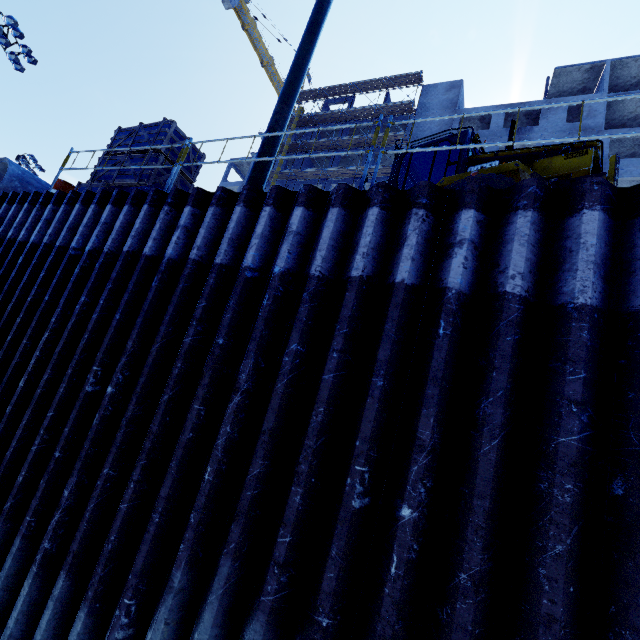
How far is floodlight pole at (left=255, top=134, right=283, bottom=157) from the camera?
5.8 meters

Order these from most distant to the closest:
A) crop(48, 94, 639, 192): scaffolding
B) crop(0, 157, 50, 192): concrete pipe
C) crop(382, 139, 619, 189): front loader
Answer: crop(0, 157, 50, 192): concrete pipe < crop(382, 139, 619, 189): front loader < crop(48, 94, 639, 192): scaffolding

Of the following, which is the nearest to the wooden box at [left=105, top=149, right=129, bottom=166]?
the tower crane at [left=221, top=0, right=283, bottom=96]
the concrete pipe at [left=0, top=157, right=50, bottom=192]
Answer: the concrete pipe at [left=0, top=157, right=50, bottom=192]

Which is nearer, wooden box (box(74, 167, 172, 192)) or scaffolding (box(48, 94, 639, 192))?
scaffolding (box(48, 94, 639, 192))

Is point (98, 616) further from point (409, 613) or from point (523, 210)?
point (523, 210)

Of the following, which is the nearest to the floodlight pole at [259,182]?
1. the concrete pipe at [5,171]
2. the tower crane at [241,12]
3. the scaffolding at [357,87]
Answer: the concrete pipe at [5,171]

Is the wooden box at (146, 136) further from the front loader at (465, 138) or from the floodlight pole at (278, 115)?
the floodlight pole at (278, 115)

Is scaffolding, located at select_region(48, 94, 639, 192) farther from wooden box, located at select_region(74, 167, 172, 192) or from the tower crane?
wooden box, located at select_region(74, 167, 172, 192)
